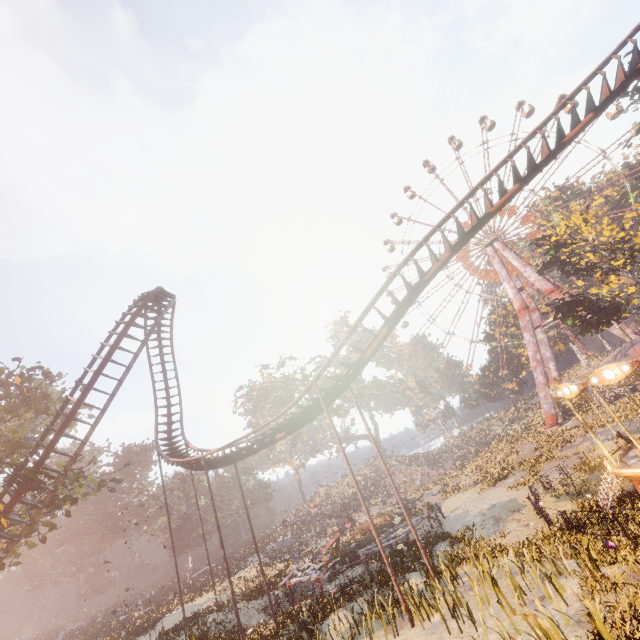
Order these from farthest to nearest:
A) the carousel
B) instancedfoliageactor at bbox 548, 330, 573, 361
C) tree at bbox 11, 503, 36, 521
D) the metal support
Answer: instancedfoliageactor at bbox 548, 330, 573, 361, the metal support, tree at bbox 11, 503, 36, 521, the carousel

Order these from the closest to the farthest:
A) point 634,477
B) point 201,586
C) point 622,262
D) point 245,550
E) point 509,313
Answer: point 634,477, point 622,262, point 201,586, point 245,550, point 509,313

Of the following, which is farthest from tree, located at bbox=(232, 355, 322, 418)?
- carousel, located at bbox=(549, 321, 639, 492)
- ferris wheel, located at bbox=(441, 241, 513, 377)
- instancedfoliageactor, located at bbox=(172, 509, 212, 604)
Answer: carousel, located at bbox=(549, 321, 639, 492)

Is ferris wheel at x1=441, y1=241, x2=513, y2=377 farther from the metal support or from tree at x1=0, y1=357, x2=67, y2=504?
tree at x1=0, y1=357, x2=67, y2=504

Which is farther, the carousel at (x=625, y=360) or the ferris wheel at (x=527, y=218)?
the ferris wheel at (x=527, y=218)

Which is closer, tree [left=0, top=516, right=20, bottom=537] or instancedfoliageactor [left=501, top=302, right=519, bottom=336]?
tree [left=0, top=516, right=20, bottom=537]

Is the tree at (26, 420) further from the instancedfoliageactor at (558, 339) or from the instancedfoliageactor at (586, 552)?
the instancedfoliageactor at (558, 339)

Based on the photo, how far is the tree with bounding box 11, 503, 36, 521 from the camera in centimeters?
1757cm
